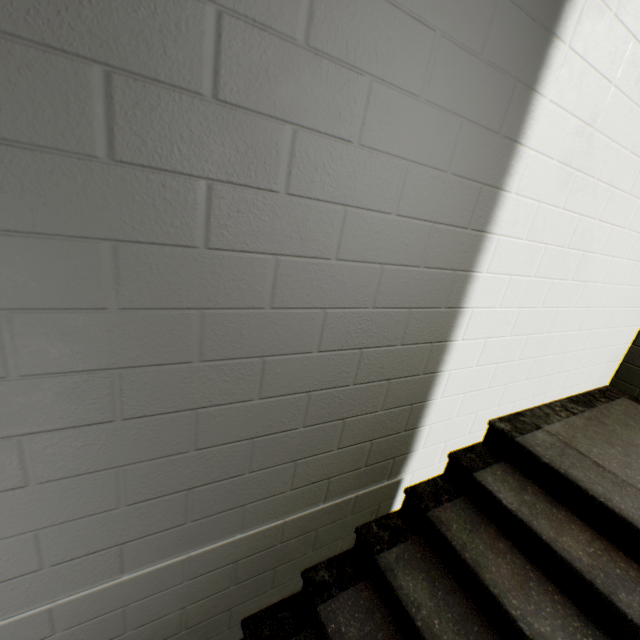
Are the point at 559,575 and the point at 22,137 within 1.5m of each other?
no
